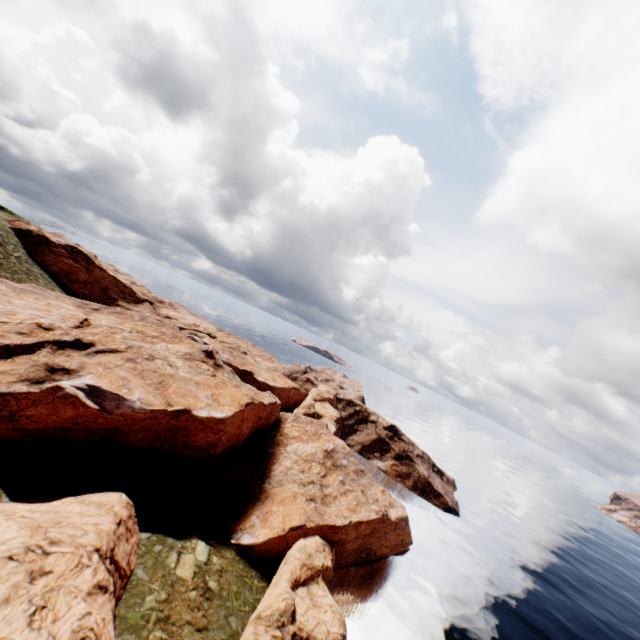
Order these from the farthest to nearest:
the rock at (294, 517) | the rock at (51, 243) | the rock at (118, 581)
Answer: the rock at (51, 243) < the rock at (294, 517) < the rock at (118, 581)

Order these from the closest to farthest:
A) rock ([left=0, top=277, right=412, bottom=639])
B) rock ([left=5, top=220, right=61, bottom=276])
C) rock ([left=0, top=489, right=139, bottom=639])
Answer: rock ([left=0, top=489, right=139, bottom=639])
rock ([left=0, top=277, right=412, bottom=639])
rock ([left=5, top=220, right=61, bottom=276])

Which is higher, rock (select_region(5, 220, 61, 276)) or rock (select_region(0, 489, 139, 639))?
rock (select_region(5, 220, 61, 276))

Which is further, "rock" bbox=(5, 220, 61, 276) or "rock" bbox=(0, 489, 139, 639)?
"rock" bbox=(5, 220, 61, 276)

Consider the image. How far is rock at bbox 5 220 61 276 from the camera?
57.06m

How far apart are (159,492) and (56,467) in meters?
9.0 m

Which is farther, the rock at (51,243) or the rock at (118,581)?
→ the rock at (51,243)
